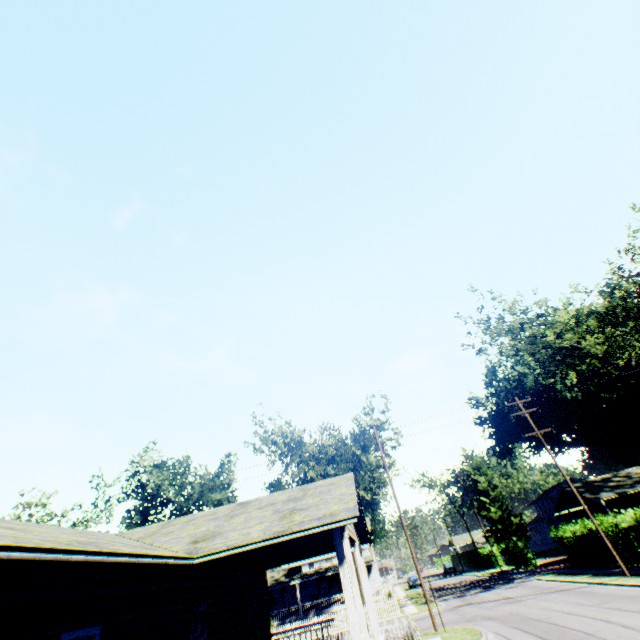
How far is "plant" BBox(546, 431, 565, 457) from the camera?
58.0 meters

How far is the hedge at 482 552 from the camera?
49.88m

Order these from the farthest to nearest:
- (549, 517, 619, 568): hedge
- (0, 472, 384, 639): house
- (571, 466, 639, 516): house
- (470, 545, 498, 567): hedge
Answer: (470, 545, 498, 567): hedge, (571, 466, 639, 516): house, (549, 517, 619, 568): hedge, (0, 472, 384, 639): house

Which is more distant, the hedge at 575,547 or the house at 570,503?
the house at 570,503

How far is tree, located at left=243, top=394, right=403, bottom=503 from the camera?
34.9 meters

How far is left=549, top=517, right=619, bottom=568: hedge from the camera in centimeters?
2429cm

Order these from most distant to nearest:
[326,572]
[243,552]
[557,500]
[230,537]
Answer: [326,572] → [557,500] → [243,552] → [230,537]

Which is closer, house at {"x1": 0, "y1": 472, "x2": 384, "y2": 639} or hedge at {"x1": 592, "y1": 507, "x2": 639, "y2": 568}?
house at {"x1": 0, "y1": 472, "x2": 384, "y2": 639}
